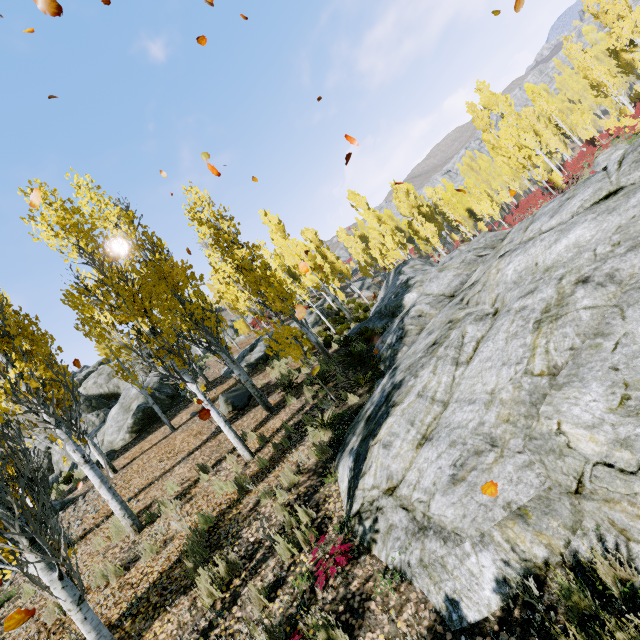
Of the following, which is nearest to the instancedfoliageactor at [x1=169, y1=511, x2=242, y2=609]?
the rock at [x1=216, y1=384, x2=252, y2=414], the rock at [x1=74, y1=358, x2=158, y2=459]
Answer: the rock at [x1=74, y1=358, x2=158, y2=459]

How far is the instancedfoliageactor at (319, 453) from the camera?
6.8m

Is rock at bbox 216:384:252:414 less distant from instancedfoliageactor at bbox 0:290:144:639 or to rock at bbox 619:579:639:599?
instancedfoliageactor at bbox 0:290:144:639

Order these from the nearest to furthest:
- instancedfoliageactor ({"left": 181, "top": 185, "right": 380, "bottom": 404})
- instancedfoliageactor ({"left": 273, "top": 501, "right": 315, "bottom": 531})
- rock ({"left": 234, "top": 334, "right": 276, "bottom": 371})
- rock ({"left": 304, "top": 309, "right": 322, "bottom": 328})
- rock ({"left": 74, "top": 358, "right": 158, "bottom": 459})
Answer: instancedfoliageactor ({"left": 273, "top": 501, "right": 315, "bottom": 531}), instancedfoliageactor ({"left": 181, "top": 185, "right": 380, "bottom": 404}), rock ({"left": 74, "top": 358, "right": 158, "bottom": 459}), rock ({"left": 234, "top": 334, "right": 276, "bottom": 371}), rock ({"left": 304, "top": 309, "right": 322, "bottom": 328})

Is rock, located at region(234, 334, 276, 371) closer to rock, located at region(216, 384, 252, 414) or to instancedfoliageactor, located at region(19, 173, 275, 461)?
instancedfoliageactor, located at region(19, 173, 275, 461)

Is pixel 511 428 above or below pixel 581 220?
below

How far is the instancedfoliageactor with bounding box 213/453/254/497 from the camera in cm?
679

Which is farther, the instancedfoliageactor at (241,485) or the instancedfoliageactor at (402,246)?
the instancedfoliageactor at (402,246)
